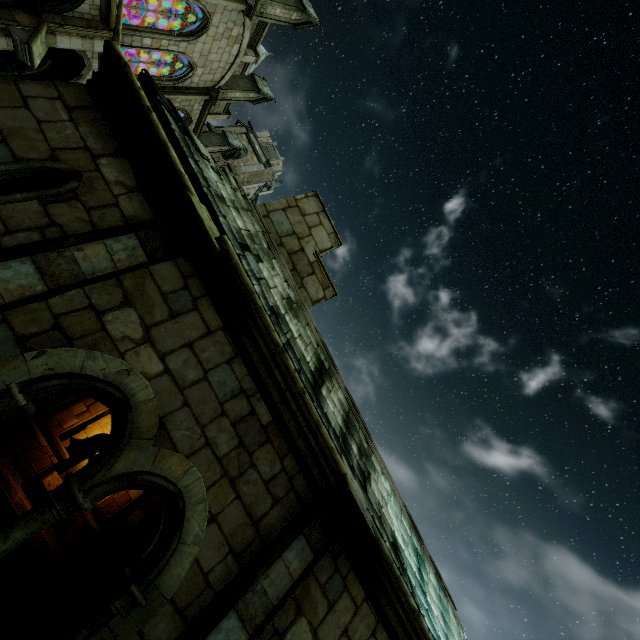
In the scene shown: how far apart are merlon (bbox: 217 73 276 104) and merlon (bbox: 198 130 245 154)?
4.6 meters

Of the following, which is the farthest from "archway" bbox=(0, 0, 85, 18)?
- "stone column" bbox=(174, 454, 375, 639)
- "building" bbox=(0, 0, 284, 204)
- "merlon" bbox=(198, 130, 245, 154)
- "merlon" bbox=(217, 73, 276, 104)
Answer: "stone column" bbox=(174, 454, 375, 639)

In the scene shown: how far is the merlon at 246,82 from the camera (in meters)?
21.61

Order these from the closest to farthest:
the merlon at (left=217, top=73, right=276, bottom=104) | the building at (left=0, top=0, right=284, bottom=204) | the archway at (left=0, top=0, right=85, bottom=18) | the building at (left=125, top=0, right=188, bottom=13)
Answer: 1. the archway at (left=0, top=0, right=85, bottom=18)
2. the building at (left=0, top=0, right=284, bottom=204)
3. the building at (left=125, top=0, right=188, bottom=13)
4. the merlon at (left=217, top=73, right=276, bottom=104)

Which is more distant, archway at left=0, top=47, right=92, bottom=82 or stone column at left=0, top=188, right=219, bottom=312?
archway at left=0, top=47, right=92, bottom=82

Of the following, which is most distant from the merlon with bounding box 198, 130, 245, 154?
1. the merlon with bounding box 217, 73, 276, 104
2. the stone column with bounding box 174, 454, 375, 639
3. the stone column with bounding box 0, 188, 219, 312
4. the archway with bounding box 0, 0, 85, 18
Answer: the stone column with bounding box 174, 454, 375, 639

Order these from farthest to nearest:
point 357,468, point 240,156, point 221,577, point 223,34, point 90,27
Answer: point 240,156
point 223,34
point 90,27
point 357,468
point 221,577

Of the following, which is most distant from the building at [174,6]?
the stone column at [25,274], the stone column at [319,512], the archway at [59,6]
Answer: the stone column at [319,512]
